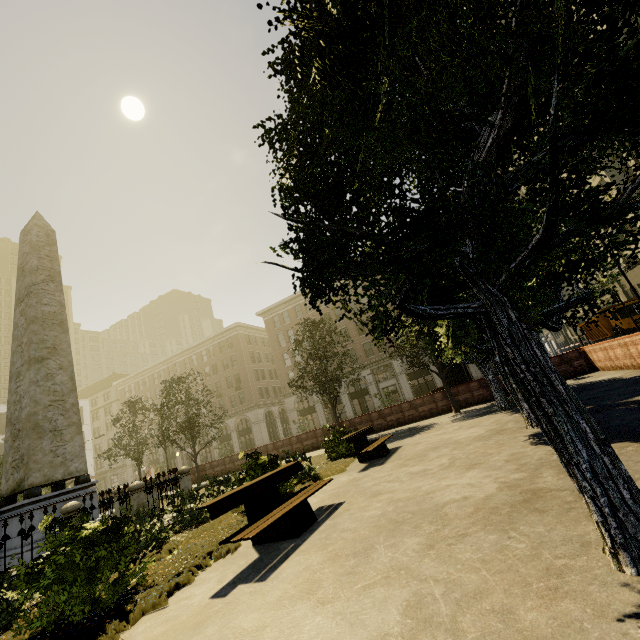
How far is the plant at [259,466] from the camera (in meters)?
7.92

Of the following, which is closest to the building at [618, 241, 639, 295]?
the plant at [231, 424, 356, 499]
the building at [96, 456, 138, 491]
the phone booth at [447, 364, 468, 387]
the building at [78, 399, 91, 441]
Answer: the building at [96, 456, 138, 491]

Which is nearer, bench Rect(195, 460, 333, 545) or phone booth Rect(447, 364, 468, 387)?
bench Rect(195, 460, 333, 545)

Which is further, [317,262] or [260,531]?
[260,531]

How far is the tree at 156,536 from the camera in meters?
6.9

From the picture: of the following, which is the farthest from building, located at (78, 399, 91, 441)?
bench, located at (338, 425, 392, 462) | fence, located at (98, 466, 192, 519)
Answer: bench, located at (338, 425, 392, 462)

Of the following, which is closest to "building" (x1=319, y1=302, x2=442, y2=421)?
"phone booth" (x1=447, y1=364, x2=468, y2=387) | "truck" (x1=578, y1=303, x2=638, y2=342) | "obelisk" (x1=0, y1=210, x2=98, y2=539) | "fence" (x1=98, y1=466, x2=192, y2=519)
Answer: "truck" (x1=578, y1=303, x2=638, y2=342)

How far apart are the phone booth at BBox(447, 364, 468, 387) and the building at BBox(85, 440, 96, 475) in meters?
54.9
